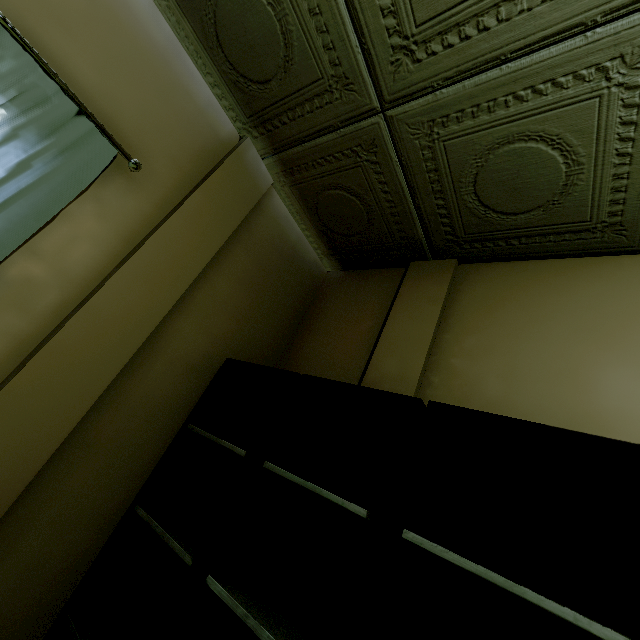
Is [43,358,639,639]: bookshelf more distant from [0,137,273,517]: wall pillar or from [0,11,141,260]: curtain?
[0,11,141,260]: curtain

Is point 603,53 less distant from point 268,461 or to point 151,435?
point 268,461

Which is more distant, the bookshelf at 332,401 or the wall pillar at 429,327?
the wall pillar at 429,327

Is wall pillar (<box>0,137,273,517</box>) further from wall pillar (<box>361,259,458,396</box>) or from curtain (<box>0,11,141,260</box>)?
wall pillar (<box>361,259,458,396</box>)

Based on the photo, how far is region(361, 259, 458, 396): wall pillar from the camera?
1.7 meters

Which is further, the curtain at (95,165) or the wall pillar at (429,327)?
the wall pillar at (429,327)

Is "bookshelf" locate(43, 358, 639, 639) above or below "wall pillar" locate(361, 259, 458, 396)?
below

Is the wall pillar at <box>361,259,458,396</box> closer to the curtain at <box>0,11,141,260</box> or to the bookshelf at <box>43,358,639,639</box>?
the bookshelf at <box>43,358,639,639</box>
